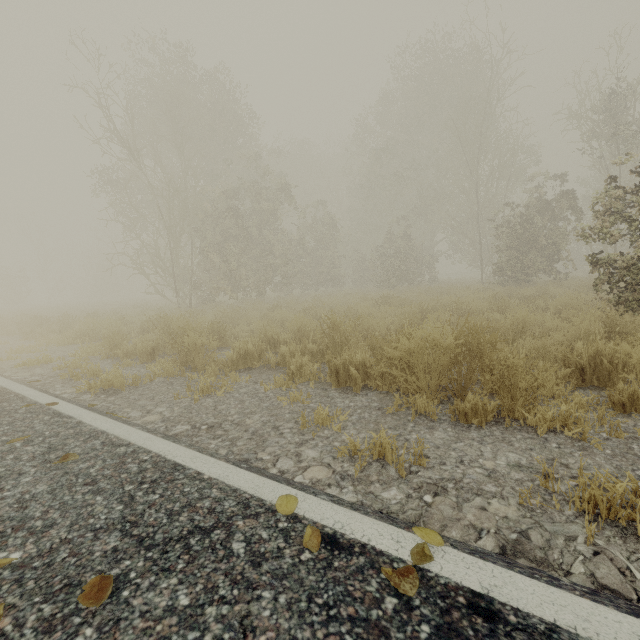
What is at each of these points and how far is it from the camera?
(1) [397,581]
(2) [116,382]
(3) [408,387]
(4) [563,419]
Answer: (1) tree, 1.16m
(2) tree, 4.25m
(3) tree, 3.21m
(4) tree, 2.51m

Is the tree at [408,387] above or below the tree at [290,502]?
below

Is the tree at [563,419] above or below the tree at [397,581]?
below

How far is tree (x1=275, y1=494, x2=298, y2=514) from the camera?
1.6 meters

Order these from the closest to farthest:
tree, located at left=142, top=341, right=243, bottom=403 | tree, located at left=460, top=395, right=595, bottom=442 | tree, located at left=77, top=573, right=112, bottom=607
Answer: tree, located at left=77, top=573, right=112, bottom=607 → tree, located at left=460, top=395, right=595, bottom=442 → tree, located at left=142, top=341, right=243, bottom=403

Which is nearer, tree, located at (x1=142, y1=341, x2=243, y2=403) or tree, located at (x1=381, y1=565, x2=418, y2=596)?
tree, located at (x1=381, y1=565, x2=418, y2=596)

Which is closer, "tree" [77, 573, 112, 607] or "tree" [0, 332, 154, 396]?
"tree" [77, 573, 112, 607]
